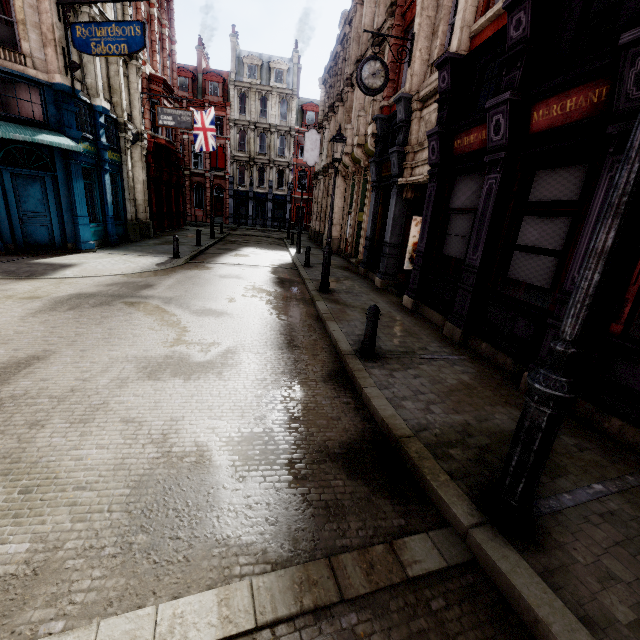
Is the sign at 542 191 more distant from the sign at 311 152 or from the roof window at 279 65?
the roof window at 279 65

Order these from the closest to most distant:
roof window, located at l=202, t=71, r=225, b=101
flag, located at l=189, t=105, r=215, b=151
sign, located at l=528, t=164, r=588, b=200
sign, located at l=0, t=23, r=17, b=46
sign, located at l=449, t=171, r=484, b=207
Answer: sign, located at l=528, t=164, r=588, b=200, sign, located at l=449, t=171, r=484, b=207, sign, located at l=0, t=23, r=17, b=46, flag, located at l=189, t=105, r=215, b=151, roof window, located at l=202, t=71, r=225, b=101

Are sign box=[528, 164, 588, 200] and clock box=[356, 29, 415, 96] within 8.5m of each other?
yes

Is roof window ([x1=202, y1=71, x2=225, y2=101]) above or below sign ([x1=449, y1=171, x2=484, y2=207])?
above

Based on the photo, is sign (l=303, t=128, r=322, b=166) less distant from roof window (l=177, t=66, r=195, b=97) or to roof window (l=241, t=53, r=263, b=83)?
roof window (l=241, t=53, r=263, b=83)

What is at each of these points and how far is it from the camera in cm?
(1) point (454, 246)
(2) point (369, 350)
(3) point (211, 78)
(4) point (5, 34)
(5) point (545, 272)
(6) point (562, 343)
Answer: (1) sign, 802
(2) post, 587
(3) roof window, 3834
(4) sign, 1071
(5) sign, 538
(6) street light, 231

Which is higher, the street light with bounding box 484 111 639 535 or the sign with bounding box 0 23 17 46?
the sign with bounding box 0 23 17 46

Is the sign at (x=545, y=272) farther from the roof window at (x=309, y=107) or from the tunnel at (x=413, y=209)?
the roof window at (x=309, y=107)
